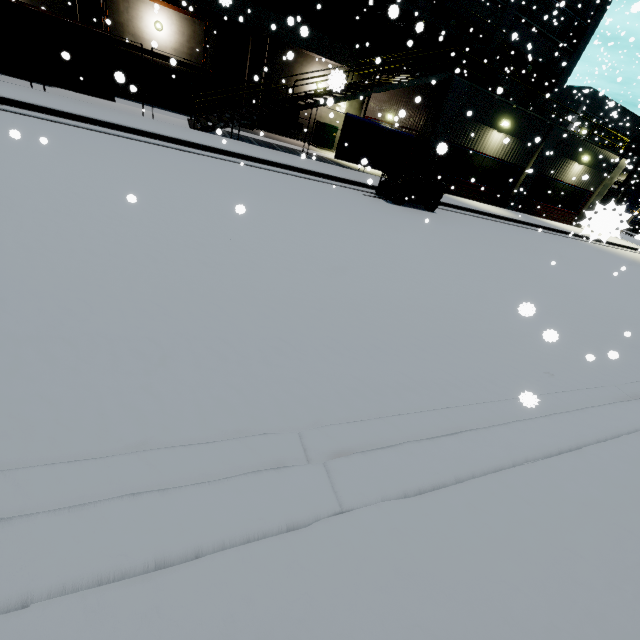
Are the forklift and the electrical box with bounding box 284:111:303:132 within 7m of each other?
no

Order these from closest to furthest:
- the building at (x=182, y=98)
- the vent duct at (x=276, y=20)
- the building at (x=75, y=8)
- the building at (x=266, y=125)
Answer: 1. the building at (x=75, y=8)
2. the vent duct at (x=276, y=20)
3. the building at (x=182, y=98)
4. the building at (x=266, y=125)

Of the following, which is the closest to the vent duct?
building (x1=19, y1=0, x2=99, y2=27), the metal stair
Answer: building (x1=19, y1=0, x2=99, y2=27)

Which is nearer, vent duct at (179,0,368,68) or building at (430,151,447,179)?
vent duct at (179,0,368,68)

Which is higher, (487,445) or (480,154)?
(480,154)

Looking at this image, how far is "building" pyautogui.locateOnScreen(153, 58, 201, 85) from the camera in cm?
1727

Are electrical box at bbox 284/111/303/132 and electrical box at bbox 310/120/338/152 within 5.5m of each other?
yes

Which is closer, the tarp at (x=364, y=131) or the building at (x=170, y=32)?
the tarp at (x=364, y=131)
